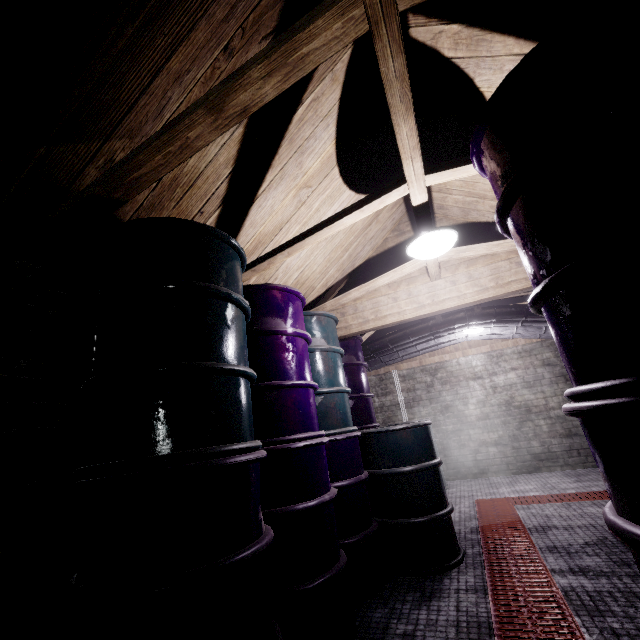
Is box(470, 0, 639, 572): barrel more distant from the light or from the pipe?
the pipe

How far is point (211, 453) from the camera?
1.2m

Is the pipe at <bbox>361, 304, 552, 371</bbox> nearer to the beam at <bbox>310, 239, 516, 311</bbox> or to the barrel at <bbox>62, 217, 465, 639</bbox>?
the beam at <bbox>310, 239, 516, 311</bbox>

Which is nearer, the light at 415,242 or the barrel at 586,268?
the barrel at 586,268

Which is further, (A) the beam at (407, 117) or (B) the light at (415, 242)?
(B) the light at (415, 242)

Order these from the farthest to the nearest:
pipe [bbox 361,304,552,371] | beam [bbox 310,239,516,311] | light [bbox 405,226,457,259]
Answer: pipe [bbox 361,304,552,371] < beam [bbox 310,239,516,311] < light [bbox 405,226,457,259]

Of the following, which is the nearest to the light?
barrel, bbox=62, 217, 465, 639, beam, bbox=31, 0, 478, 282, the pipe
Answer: beam, bbox=31, 0, 478, 282

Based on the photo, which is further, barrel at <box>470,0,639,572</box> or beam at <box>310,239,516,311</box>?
beam at <box>310,239,516,311</box>
